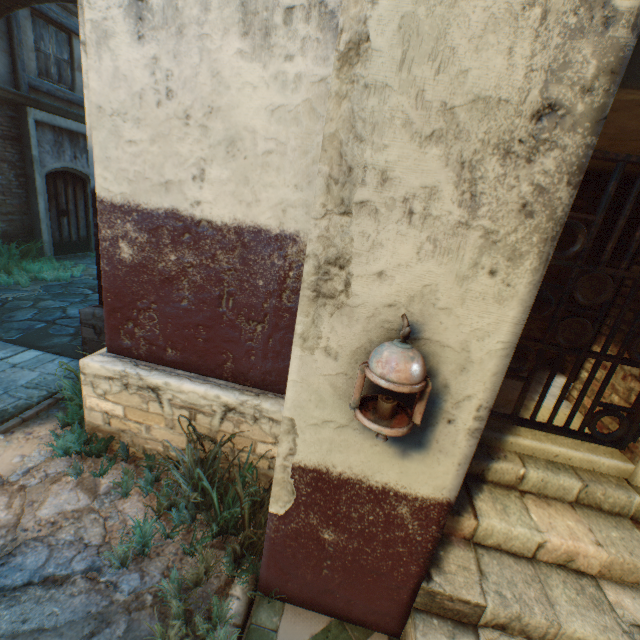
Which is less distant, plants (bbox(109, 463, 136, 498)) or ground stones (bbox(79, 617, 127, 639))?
ground stones (bbox(79, 617, 127, 639))

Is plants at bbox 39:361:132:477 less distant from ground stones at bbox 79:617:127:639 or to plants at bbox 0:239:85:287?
ground stones at bbox 79:617:127:639

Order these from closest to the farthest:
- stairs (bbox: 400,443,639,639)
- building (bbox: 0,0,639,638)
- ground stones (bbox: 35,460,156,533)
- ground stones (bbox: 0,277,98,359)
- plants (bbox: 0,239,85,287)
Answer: building (bbox: 0,0,639,638)
stairs (bbox: 400,443,639,639)
ground stones (bbox: 35,460,156,533)
ground stones (bbox: 0,277,98,359)
plants (bbox: 0,239,85,287)

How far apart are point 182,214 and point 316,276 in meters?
1.6

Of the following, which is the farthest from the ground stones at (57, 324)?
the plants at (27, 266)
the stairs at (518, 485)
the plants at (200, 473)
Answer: the stairs at (518, 485)

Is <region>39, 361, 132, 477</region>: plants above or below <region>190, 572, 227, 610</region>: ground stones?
above

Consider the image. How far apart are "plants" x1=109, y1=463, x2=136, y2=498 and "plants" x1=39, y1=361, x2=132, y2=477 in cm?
61

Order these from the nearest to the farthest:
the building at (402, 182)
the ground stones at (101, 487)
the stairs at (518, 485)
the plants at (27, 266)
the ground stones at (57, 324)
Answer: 1. the building at (402, 182)
2. the stairs at (518, 485)
3. the ground stones at (101, 487)
4. the ground stones at (57, 324)
5. the plants at (27, 266)
